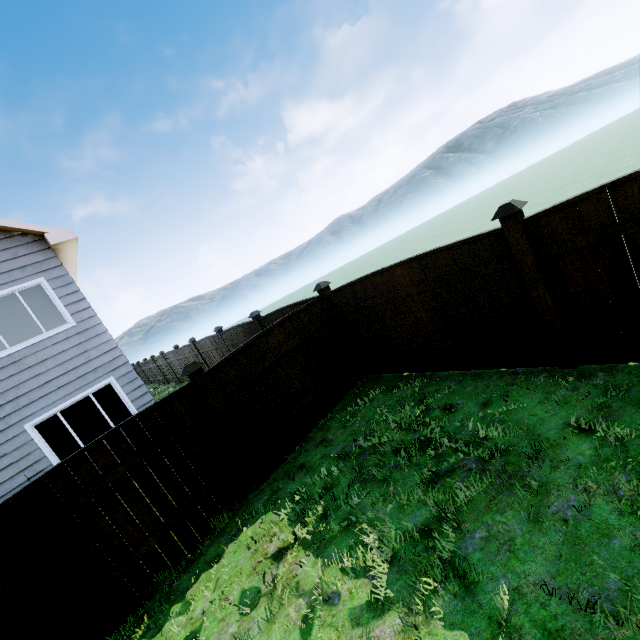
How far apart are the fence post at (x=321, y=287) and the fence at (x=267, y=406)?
0.01m

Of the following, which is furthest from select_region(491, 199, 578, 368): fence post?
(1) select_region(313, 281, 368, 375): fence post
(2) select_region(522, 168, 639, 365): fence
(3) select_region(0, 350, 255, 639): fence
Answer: (3) select_region(0, 350, 255, 639): fence

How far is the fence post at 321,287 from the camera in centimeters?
659cm

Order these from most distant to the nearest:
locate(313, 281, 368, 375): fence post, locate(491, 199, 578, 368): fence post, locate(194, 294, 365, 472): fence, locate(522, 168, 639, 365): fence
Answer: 1. locate(313, 281, 368, 375): fence post
2. locate(194, 294, 365, 472): fence
3. locate(491, 199, 578, 368): fence post
4. locate(522, 168, 639, 365): fence

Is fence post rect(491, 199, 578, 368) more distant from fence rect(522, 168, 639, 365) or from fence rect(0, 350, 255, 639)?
fence rect(0, 350, 255, 639)

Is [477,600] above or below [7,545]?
below

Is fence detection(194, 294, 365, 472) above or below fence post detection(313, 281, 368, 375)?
below
